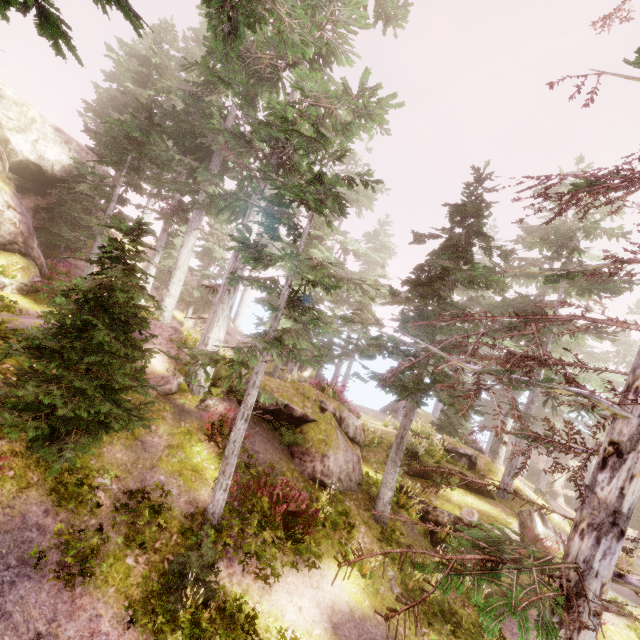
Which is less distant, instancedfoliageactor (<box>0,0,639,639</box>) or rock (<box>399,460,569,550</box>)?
instancedfoliageactor (<box>0,0,639,639</box>)

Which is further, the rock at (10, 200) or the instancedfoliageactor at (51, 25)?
the rock at (10, 200)

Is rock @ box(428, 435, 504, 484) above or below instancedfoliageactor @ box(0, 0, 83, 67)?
below

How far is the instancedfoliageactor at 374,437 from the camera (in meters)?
15.90

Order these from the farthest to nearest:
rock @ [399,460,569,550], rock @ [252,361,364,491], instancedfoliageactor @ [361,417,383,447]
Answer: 1. instancedfoliageactor @ [361,417,383,447]
2. rock @ [399,460,569,550]
3. rock @ [252,361,364,491]

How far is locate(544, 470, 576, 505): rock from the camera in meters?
28.4 m

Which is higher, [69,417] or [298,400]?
[298,400]

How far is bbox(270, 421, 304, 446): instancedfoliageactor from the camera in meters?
11.7 m
